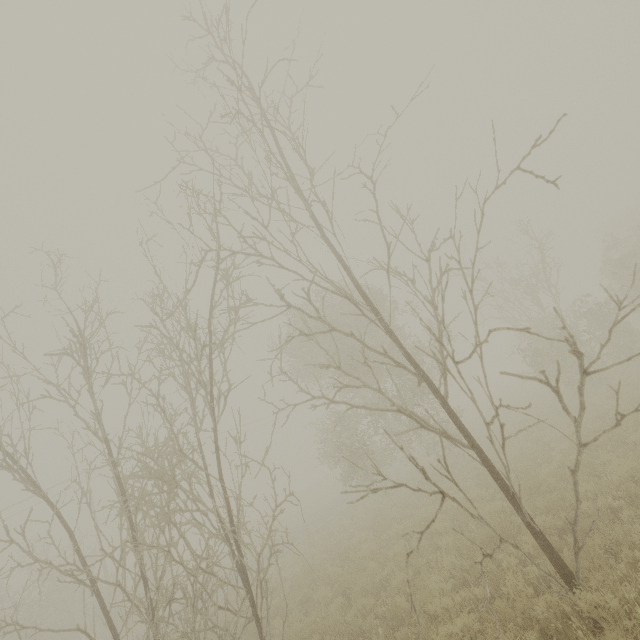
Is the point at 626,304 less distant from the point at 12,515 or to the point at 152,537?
the point at 152,537
